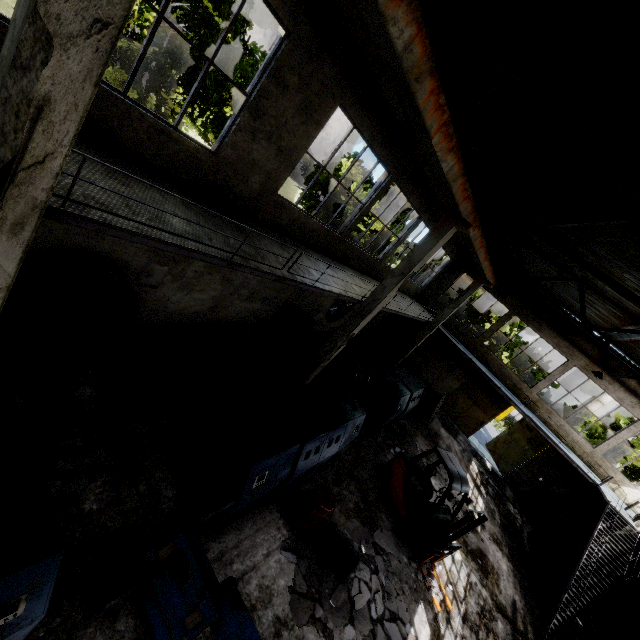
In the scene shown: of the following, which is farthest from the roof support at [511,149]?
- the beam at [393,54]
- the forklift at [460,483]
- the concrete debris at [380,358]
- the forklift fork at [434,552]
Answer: the concrete debris at [380,358]

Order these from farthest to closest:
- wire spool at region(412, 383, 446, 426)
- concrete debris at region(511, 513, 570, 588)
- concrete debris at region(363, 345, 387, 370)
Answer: concrete debris at region(363, 345, 387, 370)
wire spool at region(412, 383, 446, 426)
concrete debris at region(511, 513, 570, 588)

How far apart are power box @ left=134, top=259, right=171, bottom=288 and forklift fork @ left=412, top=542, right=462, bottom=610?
10.2m

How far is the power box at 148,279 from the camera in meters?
7.7 m

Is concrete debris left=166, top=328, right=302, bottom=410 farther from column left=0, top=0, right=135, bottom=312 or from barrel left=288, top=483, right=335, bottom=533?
column left=0, top=0, right=135, bottom=312

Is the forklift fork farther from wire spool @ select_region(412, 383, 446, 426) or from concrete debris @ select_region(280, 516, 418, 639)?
wire spool @ select_region(412, 383, 446, 426)

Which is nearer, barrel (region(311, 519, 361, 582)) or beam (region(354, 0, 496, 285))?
beam (region(354, 0, 496, 285))

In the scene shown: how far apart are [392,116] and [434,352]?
16.47m
